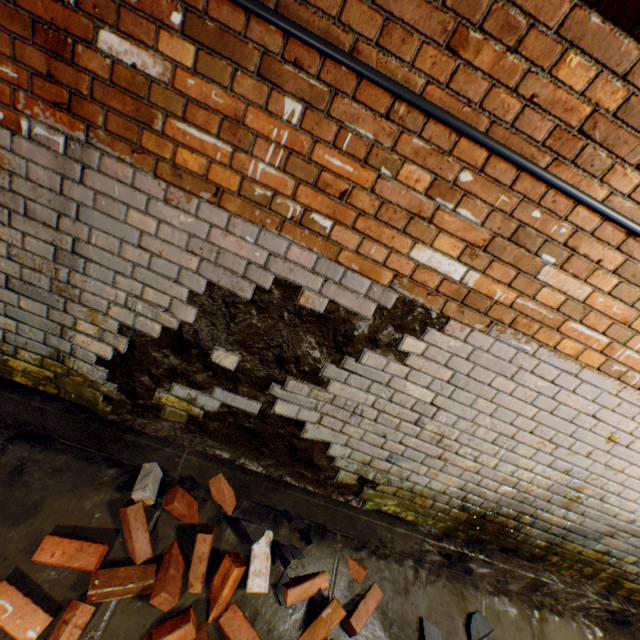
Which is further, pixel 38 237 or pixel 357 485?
pixel 357 485

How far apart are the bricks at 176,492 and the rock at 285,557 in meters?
0.0 m

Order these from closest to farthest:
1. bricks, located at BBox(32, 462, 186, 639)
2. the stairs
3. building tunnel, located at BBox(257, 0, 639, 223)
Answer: building tunnel, located at BBox(257, 0, 639, 223)
bricks, located at BBox(32, 462, 186, 639)
the stairs

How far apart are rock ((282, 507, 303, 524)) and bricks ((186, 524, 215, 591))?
0.2m

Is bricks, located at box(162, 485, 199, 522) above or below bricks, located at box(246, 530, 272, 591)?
above

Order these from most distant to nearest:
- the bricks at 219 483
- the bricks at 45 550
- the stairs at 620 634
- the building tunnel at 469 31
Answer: the stairs at 620 634, the bricks at 219 483, the bricks at 45 550, the building tunnel at 469 31

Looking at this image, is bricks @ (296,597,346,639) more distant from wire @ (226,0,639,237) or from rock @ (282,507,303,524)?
wire @ (226,0,639,237)

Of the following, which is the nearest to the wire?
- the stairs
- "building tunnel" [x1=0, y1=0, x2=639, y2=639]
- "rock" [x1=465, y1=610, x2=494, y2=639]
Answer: "building tunnel" [x1=0, y1=0, x2=639, y2=639]
